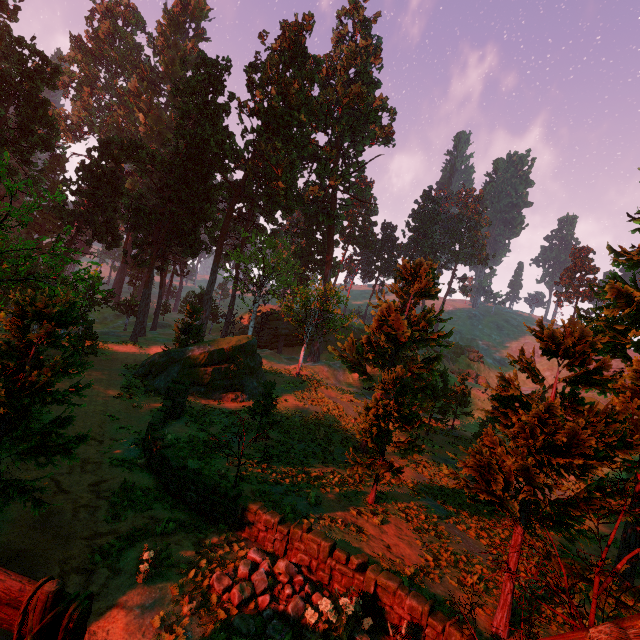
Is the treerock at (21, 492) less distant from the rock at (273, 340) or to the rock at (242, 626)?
the rock at (273, 340)

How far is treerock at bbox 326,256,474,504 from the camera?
14.0m

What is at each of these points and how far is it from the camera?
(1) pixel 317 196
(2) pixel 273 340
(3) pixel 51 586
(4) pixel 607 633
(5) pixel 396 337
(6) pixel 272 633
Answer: (1) treerock, 37.9 meters
(2) rock, 56.5 meters
(3) fence arch, 2.9 meters
(4) building, 3.5 meters
(5) treerock, 20.0 meters
(6) rock, 6.8 meters

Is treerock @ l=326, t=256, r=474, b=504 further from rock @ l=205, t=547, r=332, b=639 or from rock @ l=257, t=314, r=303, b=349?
rock @ l=205, t=547, r=332, b=639

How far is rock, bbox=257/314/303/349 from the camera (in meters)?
55.56

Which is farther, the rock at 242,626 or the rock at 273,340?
the rock at 273,340

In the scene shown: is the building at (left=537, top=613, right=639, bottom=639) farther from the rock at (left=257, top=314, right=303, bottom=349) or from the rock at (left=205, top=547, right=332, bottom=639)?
the rock at (left=257, top=314, right=303, bottom=349)

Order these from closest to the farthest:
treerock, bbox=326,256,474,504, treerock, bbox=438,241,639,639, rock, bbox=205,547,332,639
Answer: treerock, bbox=438,241,639,639 < rock, bbox=205,547,332,639 < treerock, bbox=326,256,474,504
